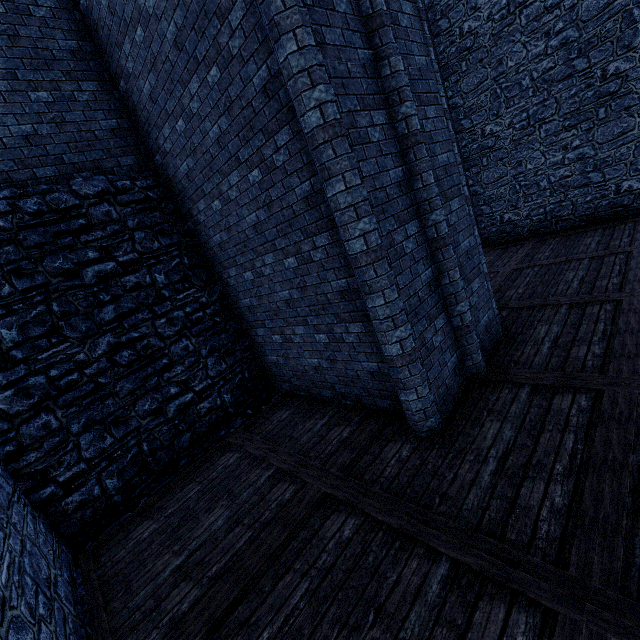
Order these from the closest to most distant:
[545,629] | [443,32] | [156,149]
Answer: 1. [545,629]
2. [156,149]
3. [443,32]

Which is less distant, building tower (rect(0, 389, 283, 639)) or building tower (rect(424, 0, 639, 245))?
building tower (rect(0, 389, 283, 639))

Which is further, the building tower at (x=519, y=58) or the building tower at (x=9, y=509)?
the building tower at (x=519, y=58)
